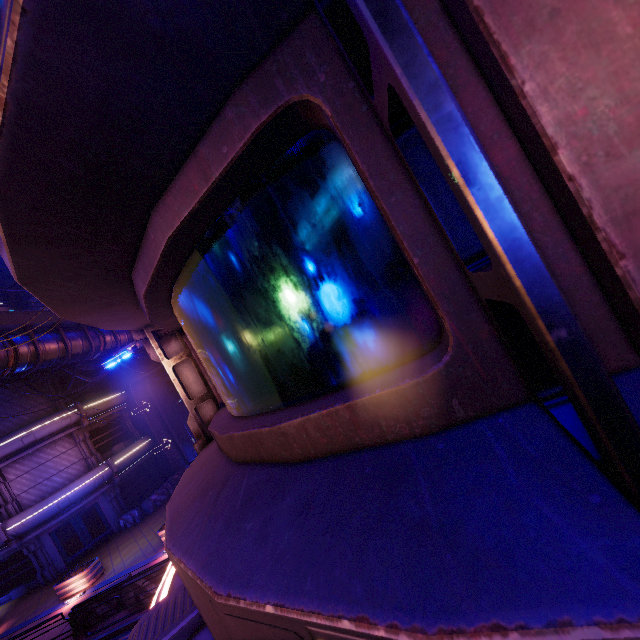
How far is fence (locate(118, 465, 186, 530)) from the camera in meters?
22.1

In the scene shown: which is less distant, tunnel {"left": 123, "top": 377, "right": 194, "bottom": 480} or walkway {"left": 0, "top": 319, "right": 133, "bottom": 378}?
walkway {"left": 0, "top": 319, "right": 133, "bottom": 378}

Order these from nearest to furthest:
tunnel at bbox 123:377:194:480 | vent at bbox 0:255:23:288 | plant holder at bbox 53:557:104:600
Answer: plant holder at bbox 53:557:104:600 → tunnel at bbox 123:377:194:480 → vent at bbox 0:255:23:288

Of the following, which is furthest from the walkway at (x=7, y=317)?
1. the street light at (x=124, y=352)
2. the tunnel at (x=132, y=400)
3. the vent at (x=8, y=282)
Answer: the vent at (x=8, y=282)

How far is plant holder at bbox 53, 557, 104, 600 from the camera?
16.05m

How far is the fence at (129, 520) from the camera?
22.1 meters

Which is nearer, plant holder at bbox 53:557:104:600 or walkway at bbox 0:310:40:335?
walkway at bbox 0:310:40:335

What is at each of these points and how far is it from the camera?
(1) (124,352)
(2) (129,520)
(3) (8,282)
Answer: (1) street light, 7.4m
(2) fence, 22.1m
(3) vent, 30.3m
